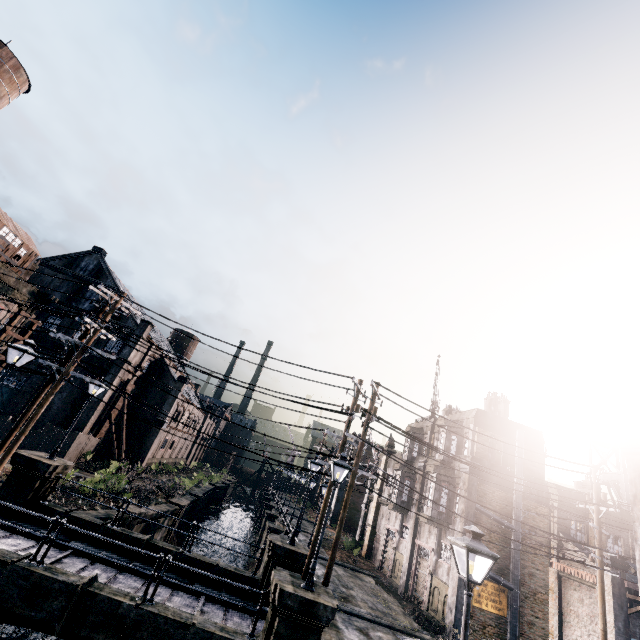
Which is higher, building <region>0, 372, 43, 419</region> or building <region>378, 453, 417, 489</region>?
building <region>378, 453, 417, 489</region>

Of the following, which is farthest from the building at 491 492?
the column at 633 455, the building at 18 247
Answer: the building at 18 247

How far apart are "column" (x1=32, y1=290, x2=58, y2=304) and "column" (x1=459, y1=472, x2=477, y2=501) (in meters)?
33.69

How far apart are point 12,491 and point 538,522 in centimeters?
3061cm

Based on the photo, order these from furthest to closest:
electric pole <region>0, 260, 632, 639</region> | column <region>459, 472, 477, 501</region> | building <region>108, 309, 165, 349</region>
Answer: building <region>108, 309, 165, 349</region> < column <region>459, 472, 477, 501</region> < electric pole <region>0, 260, 632, 639</region>

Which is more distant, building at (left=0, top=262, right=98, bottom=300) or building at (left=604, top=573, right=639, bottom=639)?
building at (left=0, top=262, right=98, bottom=300)

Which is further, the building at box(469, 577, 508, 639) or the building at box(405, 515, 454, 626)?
the building at box(405, 515, 454, 626)

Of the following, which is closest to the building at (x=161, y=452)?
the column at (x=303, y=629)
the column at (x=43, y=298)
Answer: the column at (x=43, y=298)
